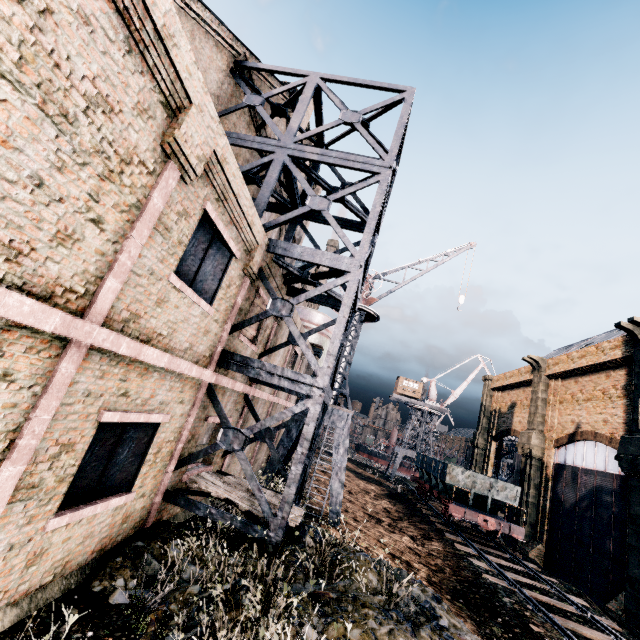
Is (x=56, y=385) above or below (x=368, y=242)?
below

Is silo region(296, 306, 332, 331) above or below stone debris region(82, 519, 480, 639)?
above

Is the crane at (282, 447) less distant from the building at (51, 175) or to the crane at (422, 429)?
the building at (51, 175)

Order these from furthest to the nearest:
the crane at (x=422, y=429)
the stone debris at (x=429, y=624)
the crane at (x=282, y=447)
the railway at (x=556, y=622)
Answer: the crane at (x=422, y=429) < the crane at (x=282, y=447) < the railway at (x=556, y=622) < the stone debris at (x=429, y=624)

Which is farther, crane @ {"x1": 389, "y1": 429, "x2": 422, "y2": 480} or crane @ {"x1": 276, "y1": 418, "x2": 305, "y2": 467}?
crane @ {"x1": 389, "y1": 429, "x2": 422, "y2": 480}

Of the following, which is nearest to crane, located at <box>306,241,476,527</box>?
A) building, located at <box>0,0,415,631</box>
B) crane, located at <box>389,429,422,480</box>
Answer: building, located at <box>0,0,415,631</box>

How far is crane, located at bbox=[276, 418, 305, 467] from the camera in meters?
16.3
